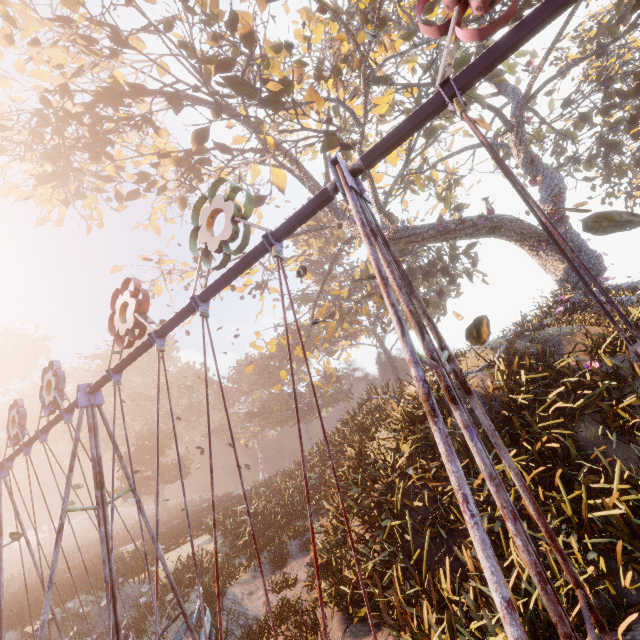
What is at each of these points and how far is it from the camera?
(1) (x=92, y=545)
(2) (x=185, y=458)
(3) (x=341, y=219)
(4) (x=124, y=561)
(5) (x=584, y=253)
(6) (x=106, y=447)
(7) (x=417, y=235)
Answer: (1) instancedfoliageactor, 33.62m
(2) instancedfoliageactor, 31.94m
(3) tree, 16.59m
(4) instancedfoliageactor, 16.67m
(5) tree, 14.08m
(6) instancedfoliageactor, 44.09m
(7) tree, 13.98m

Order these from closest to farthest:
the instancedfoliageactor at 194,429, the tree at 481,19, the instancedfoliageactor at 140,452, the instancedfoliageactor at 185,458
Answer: the tree at 481,19 → the instancedfoliageactor at 140,452 → the instancedfoliageactor at 185,458 → the instancedfoliageactor at 194,429

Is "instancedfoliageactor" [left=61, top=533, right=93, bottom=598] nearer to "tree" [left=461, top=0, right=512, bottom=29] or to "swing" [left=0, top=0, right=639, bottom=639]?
"swing" [left=0, top=0, right=639, bottom=639]

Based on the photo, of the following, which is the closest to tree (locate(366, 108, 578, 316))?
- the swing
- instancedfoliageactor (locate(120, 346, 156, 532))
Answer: the swing

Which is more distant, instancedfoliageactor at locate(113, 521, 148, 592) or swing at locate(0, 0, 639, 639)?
instancedfoliageactor at locate(113, 521, 148, 592)

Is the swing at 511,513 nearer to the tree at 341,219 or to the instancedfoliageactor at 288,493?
the tree at 341,219
